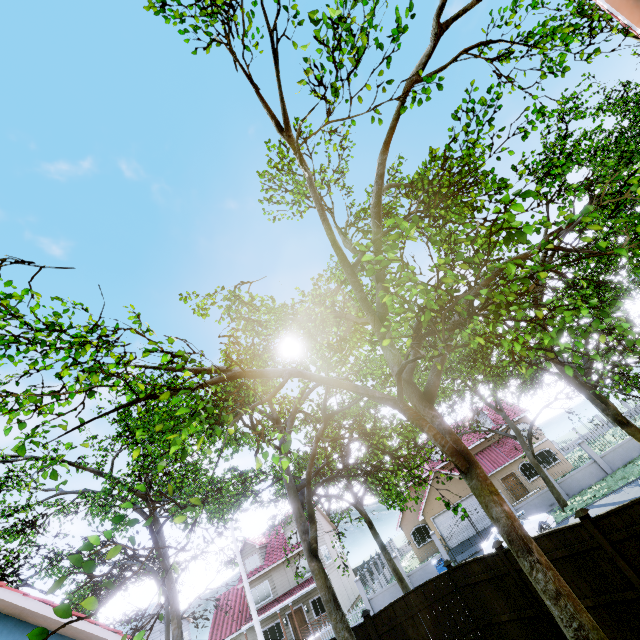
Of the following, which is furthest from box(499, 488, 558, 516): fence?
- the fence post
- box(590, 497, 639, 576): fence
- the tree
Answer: the fence post

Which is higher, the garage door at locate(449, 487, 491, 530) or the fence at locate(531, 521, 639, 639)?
the garage door at locate(449, 487, 491, 530)

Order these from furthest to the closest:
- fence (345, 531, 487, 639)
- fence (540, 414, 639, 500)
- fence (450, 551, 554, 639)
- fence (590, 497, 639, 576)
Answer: fence (540, 414, 639, 500) → fence (345, 531, 487, 639) → fence (450, 551, 554, 639) → fence (590, 497, 639, 576)

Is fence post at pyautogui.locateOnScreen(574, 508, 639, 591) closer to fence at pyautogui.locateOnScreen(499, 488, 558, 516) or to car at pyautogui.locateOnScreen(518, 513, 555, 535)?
car at pyautogui.locateOnScreen(518, 513, 555, 535)

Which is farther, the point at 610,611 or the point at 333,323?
the point at 333,323

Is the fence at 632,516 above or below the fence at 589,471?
above

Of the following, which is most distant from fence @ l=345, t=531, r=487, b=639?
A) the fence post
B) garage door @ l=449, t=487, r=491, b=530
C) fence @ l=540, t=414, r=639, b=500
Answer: fence @ l=540, t=414, r=639, b=500
